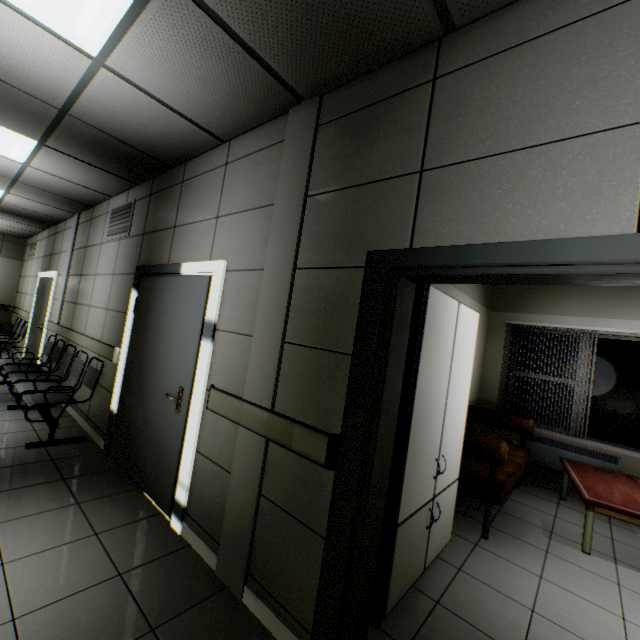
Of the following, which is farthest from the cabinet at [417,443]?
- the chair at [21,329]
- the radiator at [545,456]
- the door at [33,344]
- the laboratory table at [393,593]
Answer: the chair at [21,329]

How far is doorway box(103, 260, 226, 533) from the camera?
2.55m

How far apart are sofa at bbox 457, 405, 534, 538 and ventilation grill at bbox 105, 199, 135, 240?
4.4m

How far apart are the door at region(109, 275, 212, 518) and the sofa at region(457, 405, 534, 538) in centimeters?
246cm

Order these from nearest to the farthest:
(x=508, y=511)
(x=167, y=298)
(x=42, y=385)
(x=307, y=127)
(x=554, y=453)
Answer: (x=307, y=127) < (x=167, y=298) < (x=508, y=511) < (x=42, y=385) < (x=554, y=453)

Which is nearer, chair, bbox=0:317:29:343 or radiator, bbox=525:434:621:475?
radiator, bbox=525:434:621:475

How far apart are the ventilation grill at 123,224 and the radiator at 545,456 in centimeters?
668cm

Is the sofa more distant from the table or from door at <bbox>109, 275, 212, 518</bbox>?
door at <bbox>109, 275, 212, 518</bbox>
